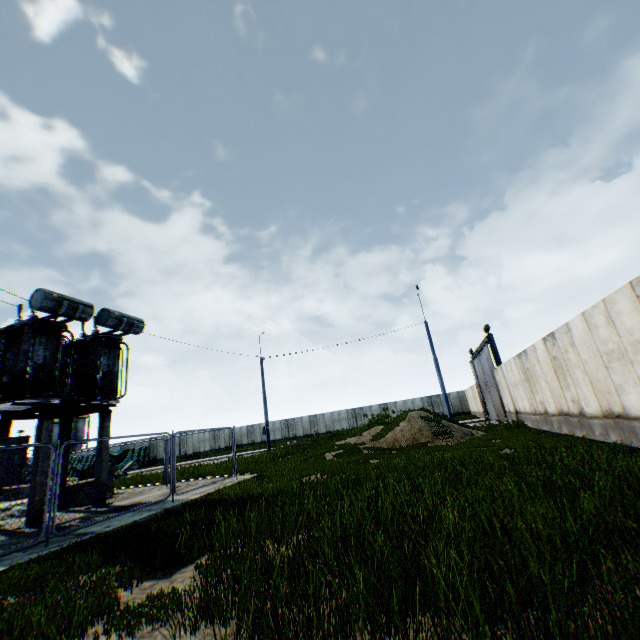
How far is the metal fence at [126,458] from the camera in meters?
37.9

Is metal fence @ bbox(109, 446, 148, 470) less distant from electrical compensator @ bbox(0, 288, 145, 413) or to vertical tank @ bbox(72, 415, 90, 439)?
electrical compensator @ bbox(0, 288, 145, 413)

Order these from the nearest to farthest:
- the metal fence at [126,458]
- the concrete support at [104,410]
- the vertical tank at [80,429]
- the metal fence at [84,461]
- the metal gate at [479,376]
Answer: the metal fence at [84,461], the concrete support at [104,410], the metal gate at [479,376], the metal fence at [126,458], the vertical tank at [80,429]

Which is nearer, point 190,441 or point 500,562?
point 500,562

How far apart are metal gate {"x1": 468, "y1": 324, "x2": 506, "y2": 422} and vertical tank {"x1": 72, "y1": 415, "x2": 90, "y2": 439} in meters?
64.1 m

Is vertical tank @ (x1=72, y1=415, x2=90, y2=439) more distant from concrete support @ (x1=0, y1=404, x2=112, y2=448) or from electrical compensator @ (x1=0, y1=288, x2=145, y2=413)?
concrete support @ (x1=0, y1=404, x2=112, y2=448)

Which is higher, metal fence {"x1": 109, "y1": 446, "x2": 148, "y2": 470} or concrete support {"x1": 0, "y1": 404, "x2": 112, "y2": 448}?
concrete support {"x1": 0, "y1": 404, "x2": 112, "y2": 448}

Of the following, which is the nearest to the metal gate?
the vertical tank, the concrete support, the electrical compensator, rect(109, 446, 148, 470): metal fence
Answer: rect(109, 446, 148, 470): metal fence
